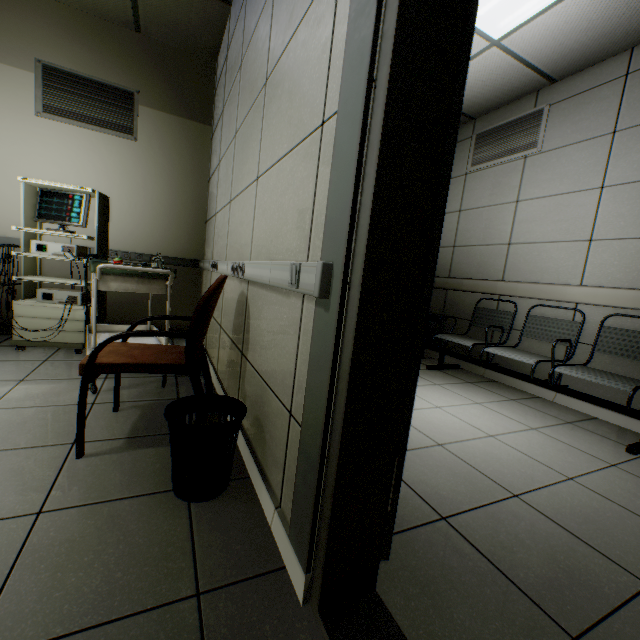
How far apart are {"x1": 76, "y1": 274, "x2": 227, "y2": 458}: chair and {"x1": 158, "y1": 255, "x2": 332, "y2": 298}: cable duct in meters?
0.1 m

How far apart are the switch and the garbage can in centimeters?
Answer: 69cm

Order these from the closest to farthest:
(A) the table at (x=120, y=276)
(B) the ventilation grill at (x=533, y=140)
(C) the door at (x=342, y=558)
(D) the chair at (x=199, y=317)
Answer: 1. (C) the door at (x=342, y=558)
2. (D) the chair at (x=199, y=317)
3. (A) the table at (x=120, y=276)
4. (B) the ventilation grill at (x=533, y=140)

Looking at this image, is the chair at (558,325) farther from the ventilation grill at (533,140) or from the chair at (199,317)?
the chair at (199,317)

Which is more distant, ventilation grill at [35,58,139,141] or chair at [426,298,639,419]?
ventilation grill at [35,58,139,141]

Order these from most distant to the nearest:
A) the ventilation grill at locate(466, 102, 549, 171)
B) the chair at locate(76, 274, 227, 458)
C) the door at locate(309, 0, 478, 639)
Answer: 1. the ventilation grill at locate(466, 102, 549, 171)
2. the chair at locate(76, 274, 227, 458)
3. the door at locate(309, 0, 478, 639)

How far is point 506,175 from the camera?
3.9 meters

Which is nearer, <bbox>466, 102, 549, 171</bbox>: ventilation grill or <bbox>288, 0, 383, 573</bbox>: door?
<bbox>288, 0, 383, 573</bbox>: door
